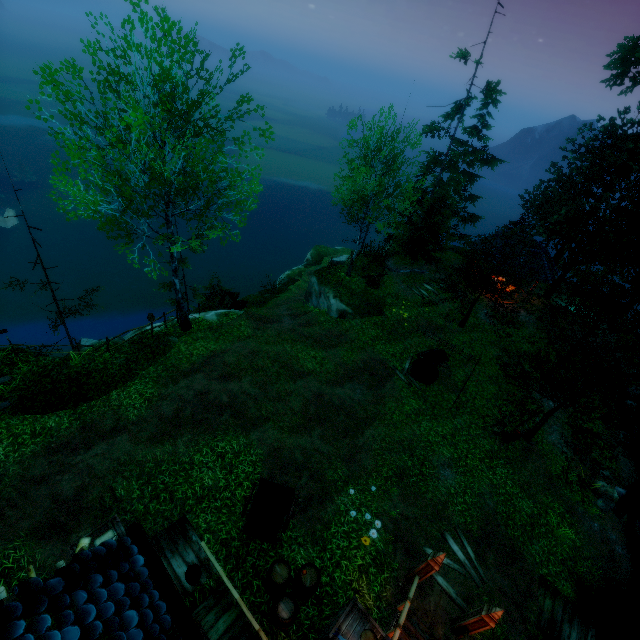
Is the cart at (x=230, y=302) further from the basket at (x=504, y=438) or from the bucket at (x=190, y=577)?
the basket at (x=504, y=438)

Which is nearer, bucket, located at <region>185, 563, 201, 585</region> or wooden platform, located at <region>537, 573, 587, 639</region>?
bucket, located at <region>185, 563, 201, 585</region>

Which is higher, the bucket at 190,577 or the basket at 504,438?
Result: the bucket at 190,577

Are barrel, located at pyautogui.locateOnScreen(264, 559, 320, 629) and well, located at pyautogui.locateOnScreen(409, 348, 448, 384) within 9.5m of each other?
no

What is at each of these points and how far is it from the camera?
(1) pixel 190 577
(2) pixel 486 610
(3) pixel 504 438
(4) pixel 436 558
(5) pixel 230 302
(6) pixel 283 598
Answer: (1) bucket, 8.7 meters
(2) pillar, 8.3 meters
(3) basket, 15.1 meters
(4) pillar, 8.8 meters
(5) cart, 22.2 meters
(6) barrel, 8.4 meters

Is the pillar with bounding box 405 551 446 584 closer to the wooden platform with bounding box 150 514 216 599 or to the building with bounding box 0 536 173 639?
the building with bounding box 0 536 173 639

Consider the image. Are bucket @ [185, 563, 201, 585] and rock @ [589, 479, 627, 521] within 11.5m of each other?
no

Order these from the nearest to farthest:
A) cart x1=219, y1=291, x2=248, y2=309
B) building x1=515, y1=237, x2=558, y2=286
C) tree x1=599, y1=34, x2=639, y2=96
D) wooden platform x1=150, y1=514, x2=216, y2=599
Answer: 1. wooden platform x1=150, y1=514, x2=216, y2=599
2. cart x1=219, y1=291, x2=248, y2=309
3. building x1=515, y1=237, x2=558, y2=286
4. tree x1=599, y1=34, x2=639, y2=96
